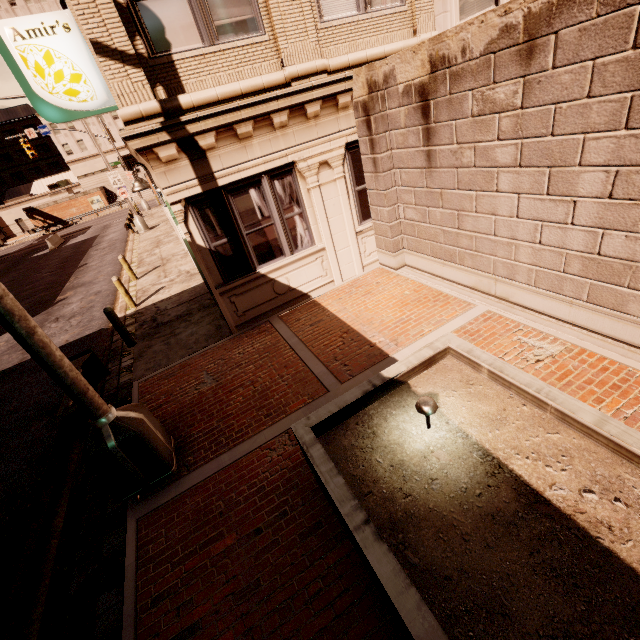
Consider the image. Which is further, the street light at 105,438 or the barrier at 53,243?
the barrier at 53,243

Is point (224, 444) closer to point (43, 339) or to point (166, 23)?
point (43, 339)

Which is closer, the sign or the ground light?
the ground light

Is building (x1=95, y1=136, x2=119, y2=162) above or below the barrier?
above

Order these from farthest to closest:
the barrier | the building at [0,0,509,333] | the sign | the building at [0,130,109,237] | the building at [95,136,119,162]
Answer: the building at [95,136,119,162], the building at [0,130,109,237], the barrier, the sign, the building at [0,0,509,333]

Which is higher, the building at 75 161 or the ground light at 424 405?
the building at 75 161

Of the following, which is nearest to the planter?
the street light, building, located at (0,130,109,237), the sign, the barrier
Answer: the street light

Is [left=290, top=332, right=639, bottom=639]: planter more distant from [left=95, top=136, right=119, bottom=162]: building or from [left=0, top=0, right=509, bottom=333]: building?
[left=95, top=136, right=119, bottom=162]: building
